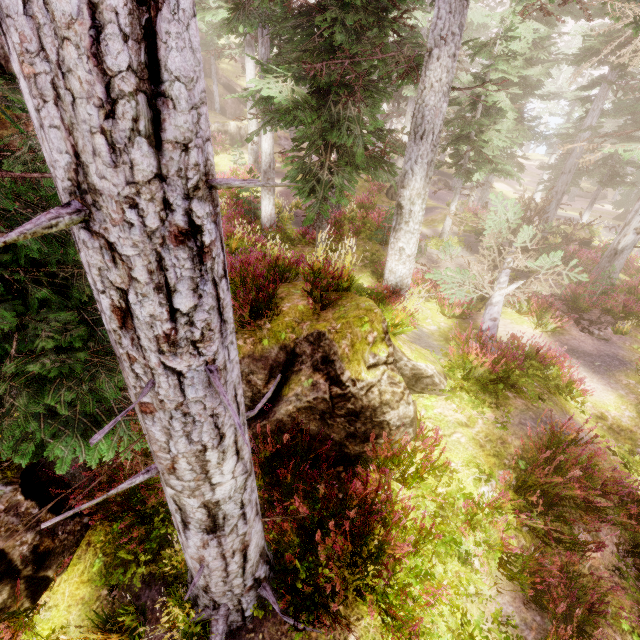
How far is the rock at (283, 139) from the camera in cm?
3880

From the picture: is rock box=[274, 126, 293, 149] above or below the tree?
above

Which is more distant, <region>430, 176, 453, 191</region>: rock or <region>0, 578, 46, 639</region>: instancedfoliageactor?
<region>430, 176, 453, 191</region>: rock

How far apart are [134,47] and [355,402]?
4.3m

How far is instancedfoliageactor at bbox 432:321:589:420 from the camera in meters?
6.3

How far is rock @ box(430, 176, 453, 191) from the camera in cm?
3638

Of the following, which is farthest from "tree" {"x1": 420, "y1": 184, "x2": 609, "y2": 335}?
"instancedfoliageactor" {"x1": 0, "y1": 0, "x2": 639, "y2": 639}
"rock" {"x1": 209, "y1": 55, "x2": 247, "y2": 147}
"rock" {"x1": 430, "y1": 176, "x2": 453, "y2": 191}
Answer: "rock" {"x1": 209, "y1": 55, "x2": 247, "y2": 147}

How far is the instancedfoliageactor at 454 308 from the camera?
11.3m
